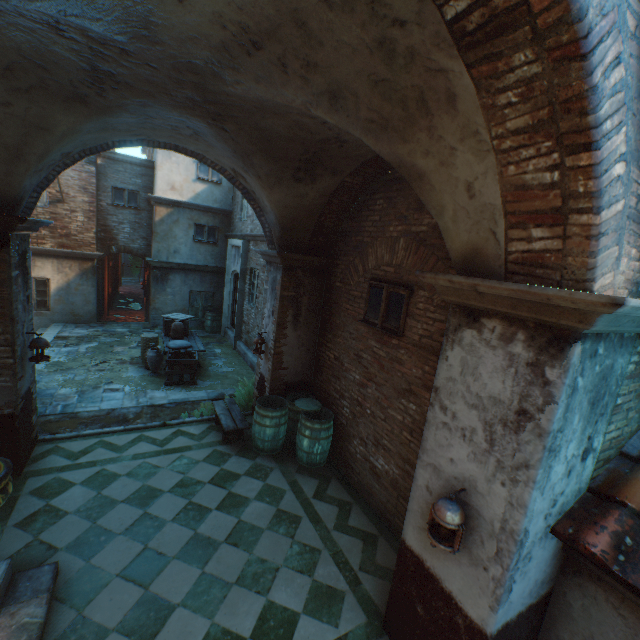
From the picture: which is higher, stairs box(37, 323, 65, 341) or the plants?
the plants

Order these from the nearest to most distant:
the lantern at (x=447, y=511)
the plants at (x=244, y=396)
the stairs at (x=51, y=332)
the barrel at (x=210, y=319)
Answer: the lantern at (x=447, y=511), the plants at (x=244, y=396), the stairs at (x=51, y=332), the barrel at (x=210, y=319)

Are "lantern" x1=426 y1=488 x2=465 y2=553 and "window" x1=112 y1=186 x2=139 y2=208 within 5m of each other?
no

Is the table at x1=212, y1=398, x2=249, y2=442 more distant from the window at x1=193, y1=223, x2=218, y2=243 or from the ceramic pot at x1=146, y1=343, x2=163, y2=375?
the window at x1=193, y1=223, x2=218, y2=243

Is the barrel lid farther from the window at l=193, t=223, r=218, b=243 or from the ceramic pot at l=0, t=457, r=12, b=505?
the window at l=193, t=223, r=218, b=243

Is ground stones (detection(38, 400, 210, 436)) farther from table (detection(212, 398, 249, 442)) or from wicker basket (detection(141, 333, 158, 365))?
wicker basket (detection(141, 333, 158, 365))

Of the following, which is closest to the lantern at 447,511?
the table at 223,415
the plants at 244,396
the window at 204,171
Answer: the table at 223,415

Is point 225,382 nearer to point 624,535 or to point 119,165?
point 624,535
